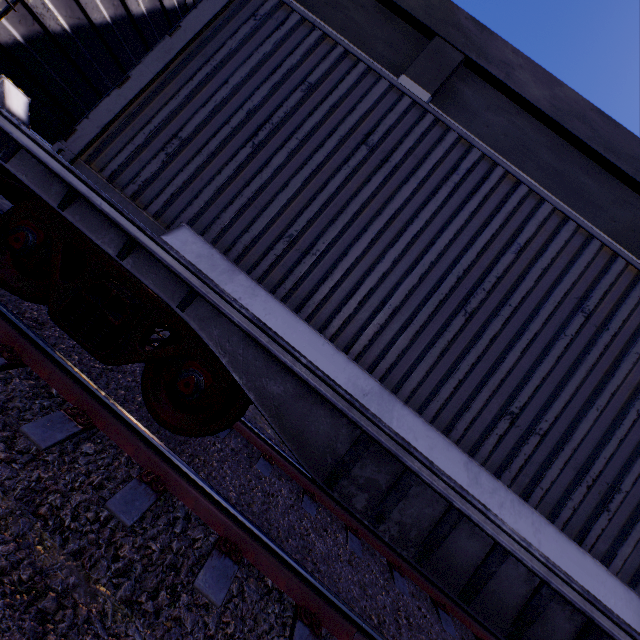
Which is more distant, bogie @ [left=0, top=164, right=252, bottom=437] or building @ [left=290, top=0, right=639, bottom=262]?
building @ [left=290, top=0, right=639, bottom=262]

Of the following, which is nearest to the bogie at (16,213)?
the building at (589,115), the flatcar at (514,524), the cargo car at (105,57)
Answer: the flatcar at (514,524)

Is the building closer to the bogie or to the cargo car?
the cargo car

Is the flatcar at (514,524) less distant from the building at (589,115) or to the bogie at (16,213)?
the bogie at (16,213)

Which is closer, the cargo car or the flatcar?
the flatcar

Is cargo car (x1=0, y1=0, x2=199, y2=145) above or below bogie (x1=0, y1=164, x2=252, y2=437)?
above

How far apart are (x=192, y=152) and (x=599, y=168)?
10.11m

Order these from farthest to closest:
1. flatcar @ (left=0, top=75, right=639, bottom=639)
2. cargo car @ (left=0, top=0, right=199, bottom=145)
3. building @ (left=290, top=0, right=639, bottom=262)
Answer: building @ (left=290, top=0, right=639, bottom=262) < cargo car @ (left=0, top=0, right=199, bottom=145) < flatcar @ (left=0, top=75, right=639, bottom=639)
